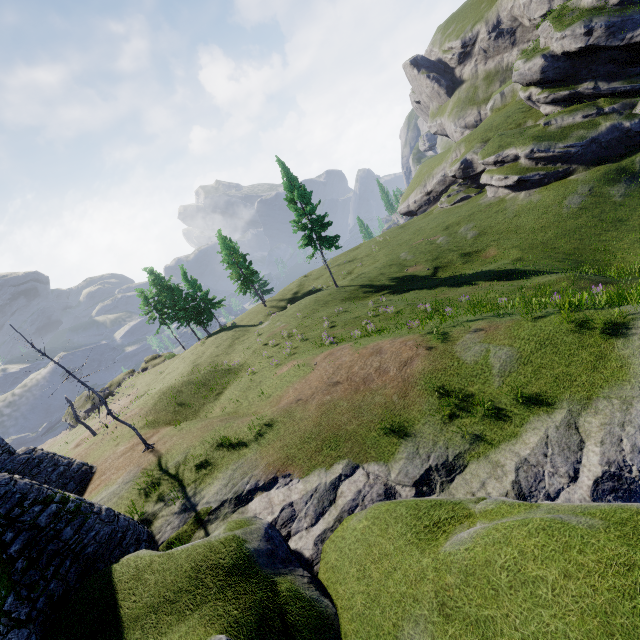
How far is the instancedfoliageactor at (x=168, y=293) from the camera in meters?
44.4 m

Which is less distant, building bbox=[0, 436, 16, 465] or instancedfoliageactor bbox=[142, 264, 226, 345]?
building bbox=[0, 436, 16, 465]

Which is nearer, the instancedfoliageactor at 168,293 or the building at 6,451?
the building at 6,451

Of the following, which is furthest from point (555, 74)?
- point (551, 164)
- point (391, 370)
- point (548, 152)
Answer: point (391, 370)

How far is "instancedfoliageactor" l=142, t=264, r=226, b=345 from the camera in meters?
44.4
